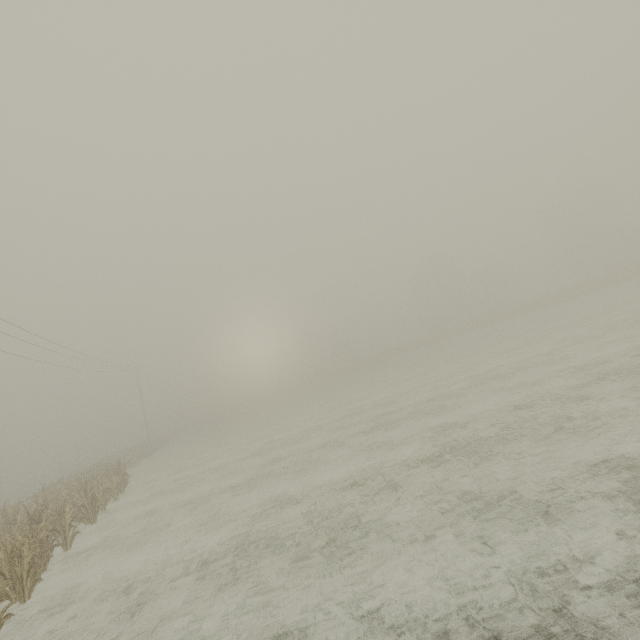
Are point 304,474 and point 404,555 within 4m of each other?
no
